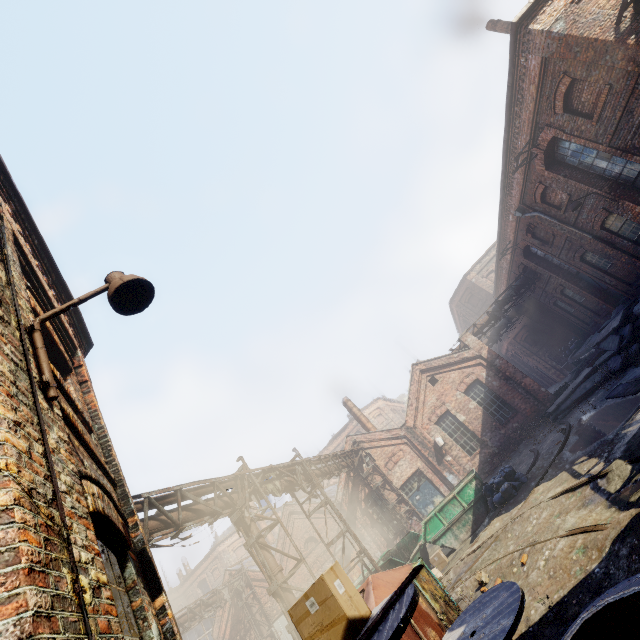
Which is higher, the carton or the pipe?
the pipe

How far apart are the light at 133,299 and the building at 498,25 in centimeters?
1691cm

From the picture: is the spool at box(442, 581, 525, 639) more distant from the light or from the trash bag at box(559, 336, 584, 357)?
the trash bag at box(559, 336, 584, 357)

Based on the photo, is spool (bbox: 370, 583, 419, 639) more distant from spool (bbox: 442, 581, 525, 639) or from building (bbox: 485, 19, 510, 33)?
building (bbox: 485, 19, 510, 33)

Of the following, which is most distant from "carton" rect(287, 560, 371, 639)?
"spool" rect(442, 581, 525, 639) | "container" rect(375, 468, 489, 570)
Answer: "container" rect(375, 468, 489, 570)

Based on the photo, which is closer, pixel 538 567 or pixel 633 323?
pixel 538 567

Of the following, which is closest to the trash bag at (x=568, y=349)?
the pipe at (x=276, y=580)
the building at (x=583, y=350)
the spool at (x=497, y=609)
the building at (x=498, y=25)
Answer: the building at (x=583, y=350)

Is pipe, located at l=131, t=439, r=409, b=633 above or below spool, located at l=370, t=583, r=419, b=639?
above
